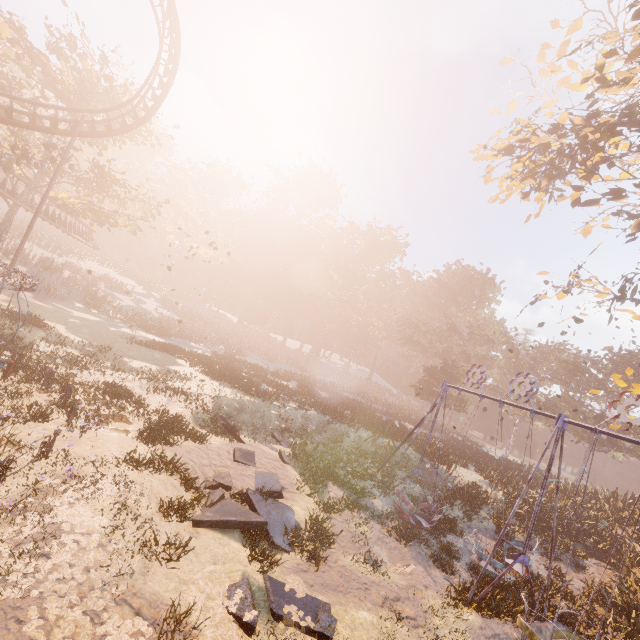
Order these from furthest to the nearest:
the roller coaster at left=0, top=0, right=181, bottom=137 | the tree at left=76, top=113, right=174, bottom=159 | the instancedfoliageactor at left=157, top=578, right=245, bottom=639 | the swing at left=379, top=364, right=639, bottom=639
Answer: the tree at left=76, top=113, right=174, bottom=159 → the roller coaster at left=0, top=0, right=181, bottom=137 → the swing at left=379, top=364, right=639, bottom=639 → the instancedfoliageactor at left=157, top=578, right=245, bottom=639

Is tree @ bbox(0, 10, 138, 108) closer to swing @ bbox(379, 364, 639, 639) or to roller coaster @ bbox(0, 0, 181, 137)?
roller coaster @ bbox(0, 0, 181, 137)

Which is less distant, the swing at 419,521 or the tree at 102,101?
the swing at 419,521

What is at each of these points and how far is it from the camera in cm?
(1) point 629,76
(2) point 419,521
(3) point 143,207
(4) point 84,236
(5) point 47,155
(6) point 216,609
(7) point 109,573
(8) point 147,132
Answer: (1) tree, 1431
(2) swing, 1366
(3) tree, 3053
(4) roller coaster, 3516
(5) tree, 2302
(6) instancedfoliageactor, 618
(7) instancedfoliageactor, 592
(8) tree, 3138

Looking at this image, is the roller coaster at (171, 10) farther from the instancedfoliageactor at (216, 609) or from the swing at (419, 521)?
the swing at (419, 521)

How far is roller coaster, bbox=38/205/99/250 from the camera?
28.9 meters

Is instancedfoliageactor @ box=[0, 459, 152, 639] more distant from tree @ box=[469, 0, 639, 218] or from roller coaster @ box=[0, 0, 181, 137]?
tree @ box=[469, 0, 639, 218]
